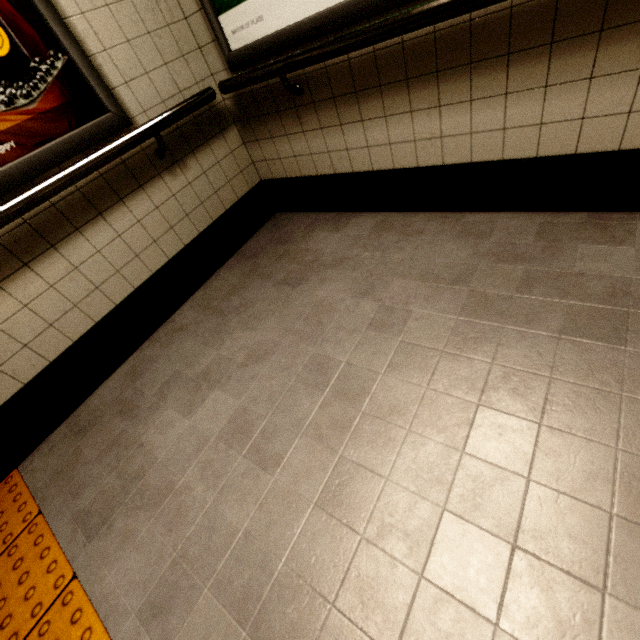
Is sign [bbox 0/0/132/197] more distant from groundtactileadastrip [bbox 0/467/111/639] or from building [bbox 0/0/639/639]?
groundtactileadastrip [bbox 0/467/111/639]

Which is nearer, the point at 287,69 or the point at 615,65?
the point at 615,65

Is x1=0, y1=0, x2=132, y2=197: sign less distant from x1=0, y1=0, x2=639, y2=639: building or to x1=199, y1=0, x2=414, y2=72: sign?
x1=0, y1=0, x2=639, y2=639: building

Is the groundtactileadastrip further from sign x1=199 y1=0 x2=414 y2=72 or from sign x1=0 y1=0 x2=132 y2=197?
sign x1=199 y1=0 x2=414 y2=72

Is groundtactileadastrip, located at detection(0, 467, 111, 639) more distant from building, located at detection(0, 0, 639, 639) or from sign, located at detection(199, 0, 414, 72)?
sign, located at detection(199, 0, 414, 72)

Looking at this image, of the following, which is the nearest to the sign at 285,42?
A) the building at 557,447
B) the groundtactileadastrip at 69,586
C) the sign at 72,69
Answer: the building at 557,447
